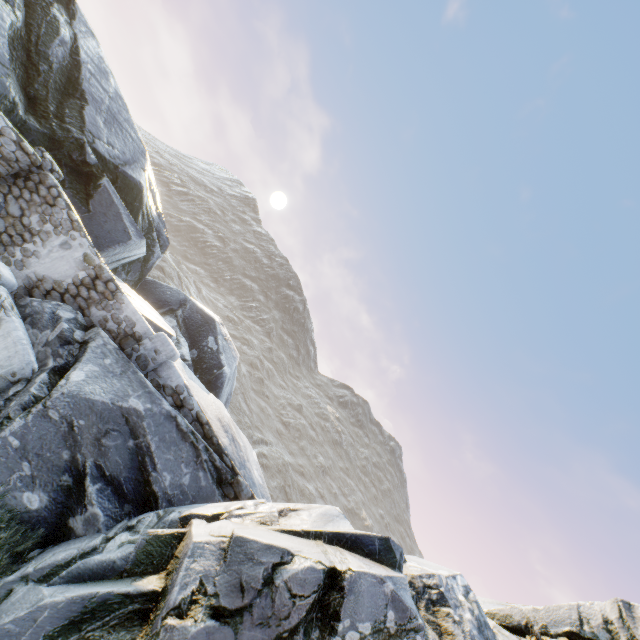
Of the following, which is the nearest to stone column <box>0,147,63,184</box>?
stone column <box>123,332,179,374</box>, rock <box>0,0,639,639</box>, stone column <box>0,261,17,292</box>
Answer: rock <box>0,0,639,639</box>

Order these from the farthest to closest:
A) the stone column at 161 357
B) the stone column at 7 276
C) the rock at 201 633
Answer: the stone column at 161 357 → the stone column at 7 276 → the rock at 201 633

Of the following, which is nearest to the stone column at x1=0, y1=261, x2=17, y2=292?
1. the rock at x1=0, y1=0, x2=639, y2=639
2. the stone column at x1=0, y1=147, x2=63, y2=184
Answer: the rock at x1=0, y1=0, x2=639, y2=639

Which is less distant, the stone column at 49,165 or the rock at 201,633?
the rock at 201,633

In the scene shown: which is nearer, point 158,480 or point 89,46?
point 158,480

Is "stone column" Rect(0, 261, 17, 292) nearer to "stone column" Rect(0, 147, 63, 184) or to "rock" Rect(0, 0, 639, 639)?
"rock" Rect(0, 0, 639, 639)

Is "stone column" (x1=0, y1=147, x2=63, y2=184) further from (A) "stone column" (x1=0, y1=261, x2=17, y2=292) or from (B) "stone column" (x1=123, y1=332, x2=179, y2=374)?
(B) "stone column" (x1=123, y1=332, x2=179, y2=374)
